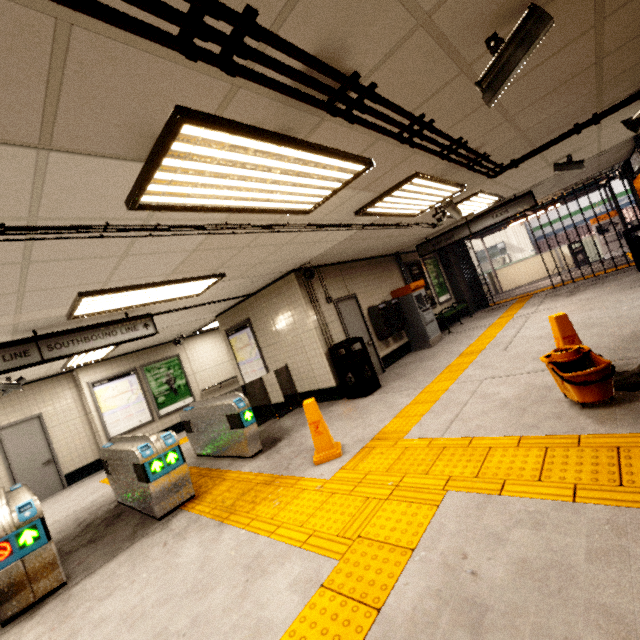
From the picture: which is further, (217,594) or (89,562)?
(89,562)

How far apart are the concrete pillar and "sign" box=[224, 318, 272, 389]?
8.3 meters

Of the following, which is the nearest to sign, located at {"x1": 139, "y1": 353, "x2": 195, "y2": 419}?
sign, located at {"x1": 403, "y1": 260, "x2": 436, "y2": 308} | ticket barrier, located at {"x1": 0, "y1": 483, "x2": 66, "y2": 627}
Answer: ticket barrier, located at {"x1": 0, "y1": 483, "x2": 66, "y2": 627}

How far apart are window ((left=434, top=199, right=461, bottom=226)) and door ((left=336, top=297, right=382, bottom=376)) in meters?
2.7 m

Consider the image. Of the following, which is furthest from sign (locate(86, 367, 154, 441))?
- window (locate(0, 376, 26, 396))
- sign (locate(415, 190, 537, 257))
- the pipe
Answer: the pipe

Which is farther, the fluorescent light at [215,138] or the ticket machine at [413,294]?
the ticket machine at [413,294]

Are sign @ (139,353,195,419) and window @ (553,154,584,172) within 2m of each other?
no

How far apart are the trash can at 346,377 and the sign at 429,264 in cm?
586
